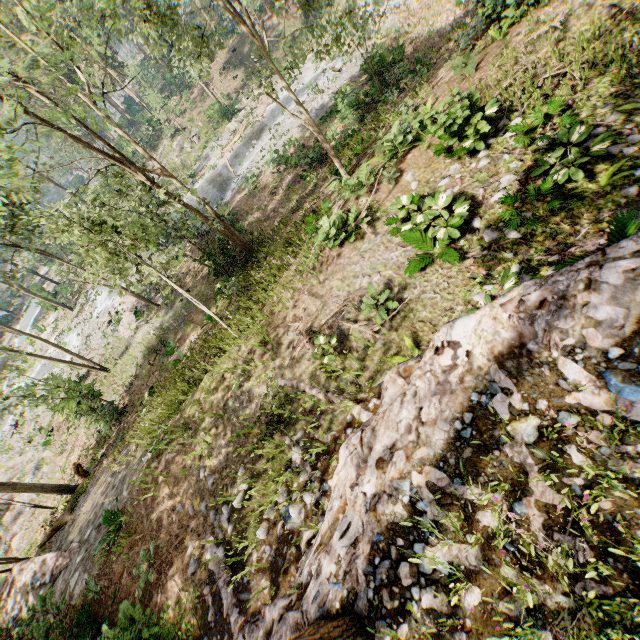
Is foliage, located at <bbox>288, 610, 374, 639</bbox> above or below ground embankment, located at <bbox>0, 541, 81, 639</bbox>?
above

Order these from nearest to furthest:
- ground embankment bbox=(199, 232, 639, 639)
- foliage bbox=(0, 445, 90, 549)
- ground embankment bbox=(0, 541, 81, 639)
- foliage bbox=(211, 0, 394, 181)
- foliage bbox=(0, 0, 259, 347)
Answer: ground embankment bbox=(199, 232, 639, 639), ground embankment bbox=(0, 541, 81, 639), foliage bbox=(0, 0, 259, 347), foliage bbox=(211, 0, 394, 181), foliage bbox=(0, 445, 90, 549)

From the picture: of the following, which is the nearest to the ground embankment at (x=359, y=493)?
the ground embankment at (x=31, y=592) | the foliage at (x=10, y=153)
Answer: the foliage at (x=10, y=153)

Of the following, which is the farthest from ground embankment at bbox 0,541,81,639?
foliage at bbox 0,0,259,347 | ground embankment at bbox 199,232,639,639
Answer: ground embankment at bbox 199,232,639,639

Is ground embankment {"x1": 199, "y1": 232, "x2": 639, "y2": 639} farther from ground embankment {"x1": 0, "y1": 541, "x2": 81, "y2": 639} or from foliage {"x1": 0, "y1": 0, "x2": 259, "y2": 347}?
ground embankment {"x1": 0, "y1": 541, "x2": 81, "y2": 639}

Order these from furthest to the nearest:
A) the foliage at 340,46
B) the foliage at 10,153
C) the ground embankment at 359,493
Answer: the foliage at 340,46 < the foliage at 10,153 < the ground embankment at 359,493

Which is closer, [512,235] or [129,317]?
[512,235]

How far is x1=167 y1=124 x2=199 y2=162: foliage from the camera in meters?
39.4
